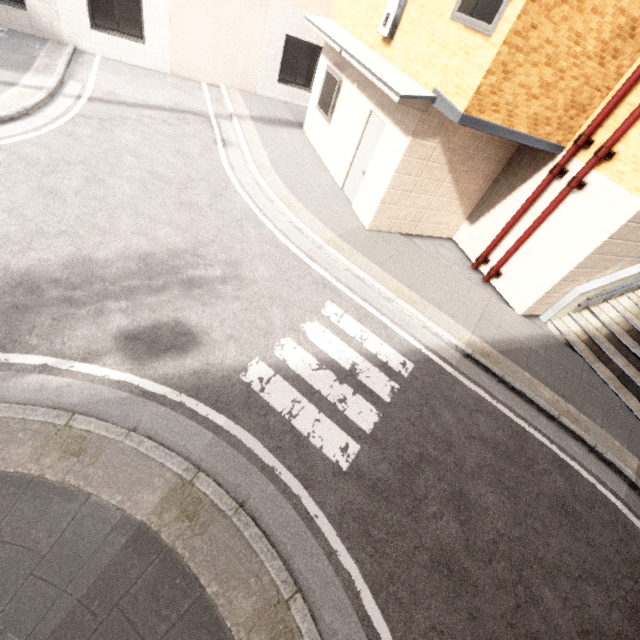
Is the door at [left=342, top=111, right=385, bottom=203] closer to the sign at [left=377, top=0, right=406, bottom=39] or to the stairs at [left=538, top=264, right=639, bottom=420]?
the sign at [left=377, top=0, right=406, bottom=39]

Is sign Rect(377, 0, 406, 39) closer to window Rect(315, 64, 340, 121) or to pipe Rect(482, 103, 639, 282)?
window Rect(315, 64, 340, 121)

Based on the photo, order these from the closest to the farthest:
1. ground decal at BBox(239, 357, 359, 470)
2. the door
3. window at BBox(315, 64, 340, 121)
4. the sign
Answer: ground decal at BBox(239, 357, 359, 470)
the sign
the door
window at BBox(315, 64, 340, 121)

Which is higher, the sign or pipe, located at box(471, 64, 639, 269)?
the sign

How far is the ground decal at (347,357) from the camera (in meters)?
5.10

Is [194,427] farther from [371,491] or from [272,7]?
[272,7]

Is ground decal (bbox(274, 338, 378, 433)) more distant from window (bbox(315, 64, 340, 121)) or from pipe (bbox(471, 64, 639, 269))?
window (bbox(315, 64, 340, 121))
